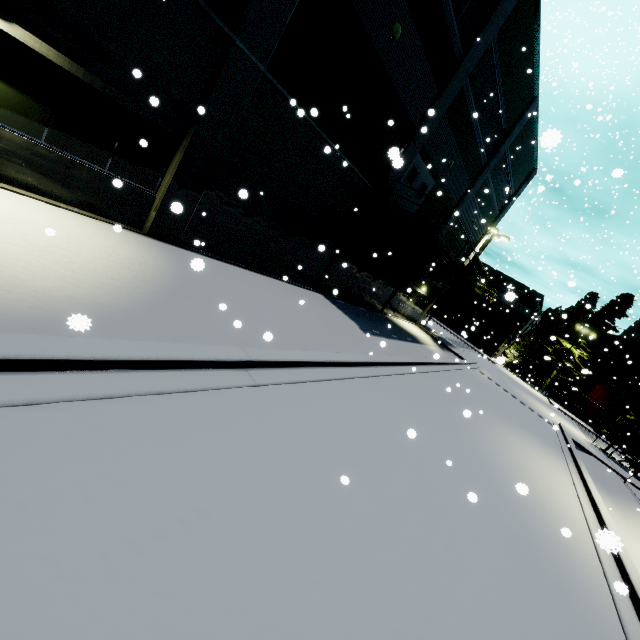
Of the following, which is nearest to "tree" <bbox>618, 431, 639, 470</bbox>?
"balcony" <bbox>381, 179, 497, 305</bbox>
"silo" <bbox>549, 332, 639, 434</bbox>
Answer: A: "silo" <bbox>549, 332, 639, 434</bbox>

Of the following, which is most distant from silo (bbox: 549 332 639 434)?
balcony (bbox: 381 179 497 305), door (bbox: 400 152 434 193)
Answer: door (bbox: 400 152 434 193)

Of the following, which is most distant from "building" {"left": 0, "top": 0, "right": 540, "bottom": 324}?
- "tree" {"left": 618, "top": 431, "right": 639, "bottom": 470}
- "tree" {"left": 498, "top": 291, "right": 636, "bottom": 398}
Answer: "tree" {"left": 618, "top": 431, "right": 639, "bottom": 470}

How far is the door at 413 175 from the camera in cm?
1460

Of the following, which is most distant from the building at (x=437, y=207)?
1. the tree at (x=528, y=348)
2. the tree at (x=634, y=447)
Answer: the tree at (x=634, y=447)

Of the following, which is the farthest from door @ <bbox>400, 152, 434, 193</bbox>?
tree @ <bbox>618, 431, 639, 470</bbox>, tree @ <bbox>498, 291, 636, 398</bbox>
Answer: tree @ <bbox>498, 291, 636, 398</bbox>

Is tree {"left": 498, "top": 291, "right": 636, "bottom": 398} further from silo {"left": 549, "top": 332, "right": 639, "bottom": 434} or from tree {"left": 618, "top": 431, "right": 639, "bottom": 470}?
tree {"left": 618, "top": 431, "right": 639, "bottom": 470}

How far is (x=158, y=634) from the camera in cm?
220
